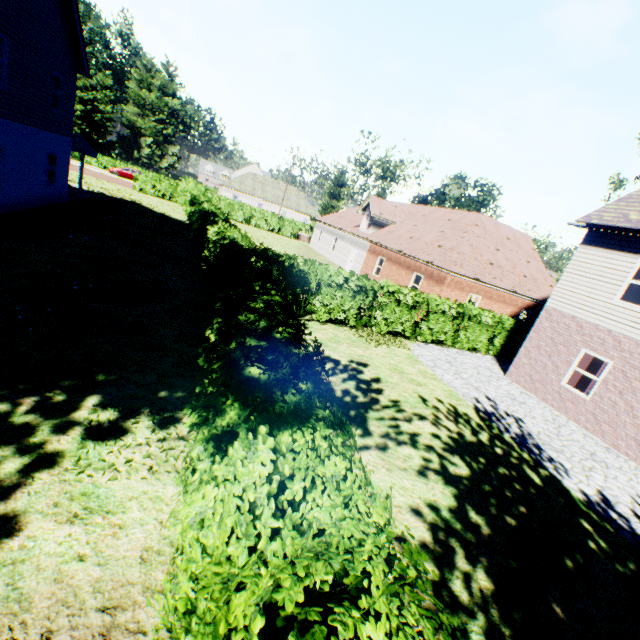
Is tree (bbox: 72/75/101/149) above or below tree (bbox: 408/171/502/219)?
below

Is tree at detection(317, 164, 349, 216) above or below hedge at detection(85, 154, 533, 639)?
above

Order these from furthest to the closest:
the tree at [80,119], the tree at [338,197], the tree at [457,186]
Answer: the tree at [80,119]
the tree at [338,197]
the tree at [457,186]

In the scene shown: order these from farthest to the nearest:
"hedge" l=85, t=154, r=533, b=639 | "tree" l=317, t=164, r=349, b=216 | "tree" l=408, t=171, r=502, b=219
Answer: "tree" l=317, t=164, r=349, b=216, "tree" l=408, t=171, r=502, b=219, "hedge" l=85, t=154, r=533, b=639

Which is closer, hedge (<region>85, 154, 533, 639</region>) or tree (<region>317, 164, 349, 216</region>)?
hedge (<region>85, 154, 533, 639</region>)

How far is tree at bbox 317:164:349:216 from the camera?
40.8m

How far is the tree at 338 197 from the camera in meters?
40.8 m

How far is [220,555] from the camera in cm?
186
